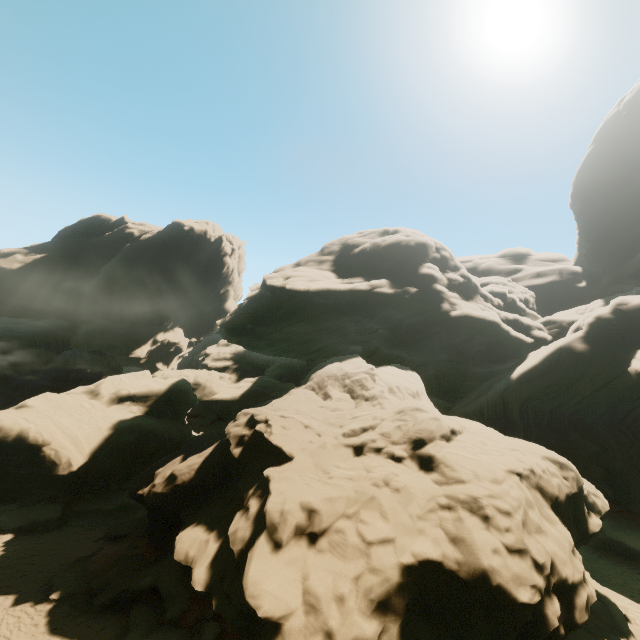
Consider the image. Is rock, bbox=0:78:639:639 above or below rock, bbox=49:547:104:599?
above

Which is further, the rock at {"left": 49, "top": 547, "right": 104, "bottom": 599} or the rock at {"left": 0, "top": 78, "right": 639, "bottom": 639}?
the rock at {"left": 49, "top": 547, "right": 104, "bottom": 599}

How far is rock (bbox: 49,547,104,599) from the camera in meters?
12.4 m

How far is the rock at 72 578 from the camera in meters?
12.4 m

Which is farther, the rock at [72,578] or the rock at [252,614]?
the rock at [72,578]

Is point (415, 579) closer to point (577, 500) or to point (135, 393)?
point (577, 500)
